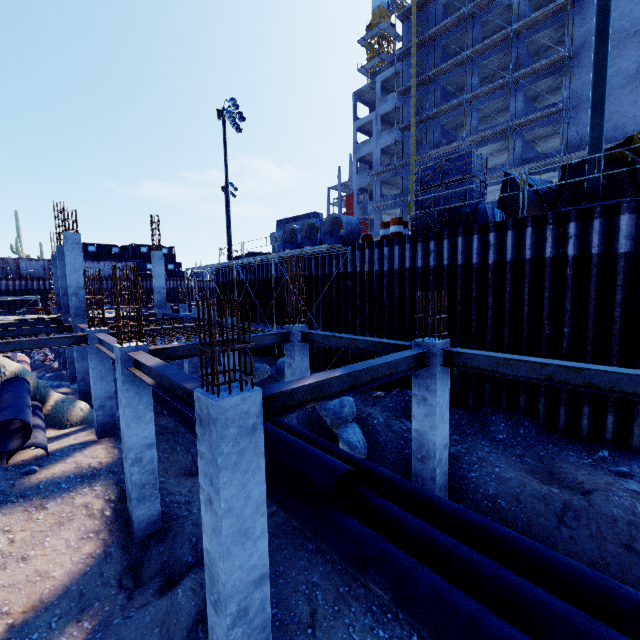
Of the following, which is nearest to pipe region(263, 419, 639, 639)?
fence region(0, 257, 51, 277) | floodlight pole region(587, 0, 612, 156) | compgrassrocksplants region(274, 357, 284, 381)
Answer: compgrassrocksplants region(274, 357, 284, 381)

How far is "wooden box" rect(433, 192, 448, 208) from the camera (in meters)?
11.89

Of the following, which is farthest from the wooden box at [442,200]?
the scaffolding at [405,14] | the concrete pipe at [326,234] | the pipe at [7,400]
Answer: the scaffolding at [405,14]

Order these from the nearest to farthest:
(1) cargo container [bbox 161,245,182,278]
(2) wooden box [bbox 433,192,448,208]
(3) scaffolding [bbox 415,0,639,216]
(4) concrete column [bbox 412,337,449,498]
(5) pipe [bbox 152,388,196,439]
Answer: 1. (4) concrete column [bbox 412,337,449,498]
2. (5) pipe [bbox 152,388,196,439]
3. (2) wooden box [bbox 433,192,448,208]
4. (3) scaffolding [bbox 415,0,639,216]
5. (1) cargo container [bbox 161,245,182,278]

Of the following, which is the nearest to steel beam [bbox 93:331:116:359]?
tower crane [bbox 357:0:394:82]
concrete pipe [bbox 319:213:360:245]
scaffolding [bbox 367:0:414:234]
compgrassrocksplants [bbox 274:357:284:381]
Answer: compgrassrocksplants [bbox 274:357:284:381]

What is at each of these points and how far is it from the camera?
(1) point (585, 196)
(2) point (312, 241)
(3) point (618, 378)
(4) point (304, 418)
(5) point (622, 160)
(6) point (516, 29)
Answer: (1) floodlight pole, 8.9m
(2) concrete pipe, 18.2m
(3) steel beam, 5.0m
(4) concrete column, 11.1m
(5) front loader, 10.6m
(6) scaffolding, 28.1m

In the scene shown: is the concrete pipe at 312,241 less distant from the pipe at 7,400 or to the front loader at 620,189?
the front loader at 620,189

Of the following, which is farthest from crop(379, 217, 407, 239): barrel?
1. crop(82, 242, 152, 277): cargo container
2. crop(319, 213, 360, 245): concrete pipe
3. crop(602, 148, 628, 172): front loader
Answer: crop(82, 242, 152, 277): cargo container
